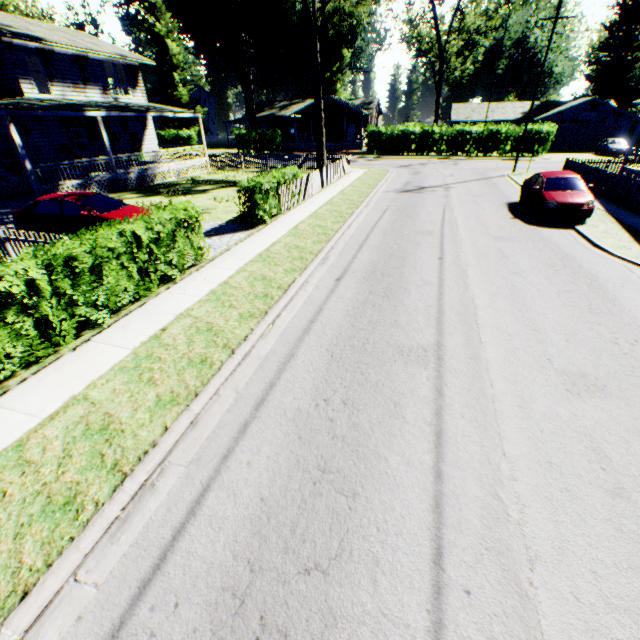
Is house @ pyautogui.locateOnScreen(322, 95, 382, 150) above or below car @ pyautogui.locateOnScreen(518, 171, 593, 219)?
above

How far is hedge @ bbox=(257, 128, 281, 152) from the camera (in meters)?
42.69

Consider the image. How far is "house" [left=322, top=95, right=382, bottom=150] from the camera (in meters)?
44.69

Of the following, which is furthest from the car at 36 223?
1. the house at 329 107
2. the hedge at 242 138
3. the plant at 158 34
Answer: the house at 329 107

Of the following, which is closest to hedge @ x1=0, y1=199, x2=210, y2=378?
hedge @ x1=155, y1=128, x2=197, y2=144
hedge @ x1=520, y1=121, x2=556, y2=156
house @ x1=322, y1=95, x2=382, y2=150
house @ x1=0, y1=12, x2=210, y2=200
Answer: house @ x1=0, y1=12, x2=210, y2=200

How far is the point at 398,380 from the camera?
5.5 meters

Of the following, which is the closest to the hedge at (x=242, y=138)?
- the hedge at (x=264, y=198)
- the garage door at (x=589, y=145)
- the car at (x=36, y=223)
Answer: the hedge at (x=264, y=198)

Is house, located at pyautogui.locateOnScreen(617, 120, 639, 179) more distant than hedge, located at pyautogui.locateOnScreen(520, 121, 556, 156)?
No
